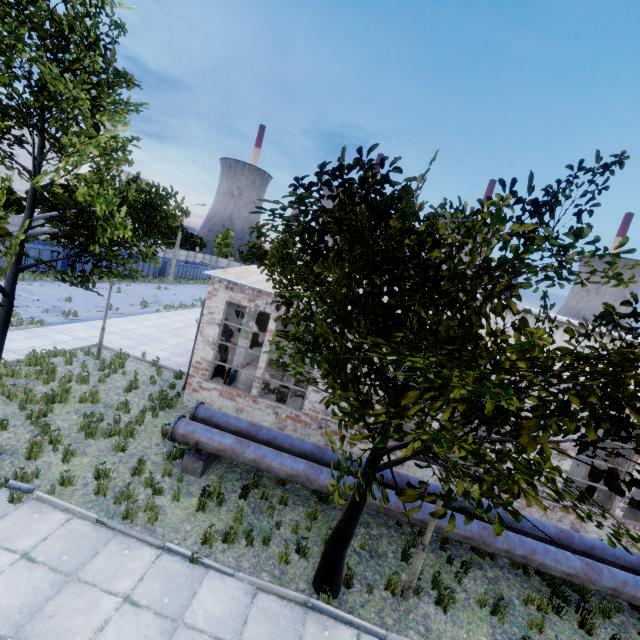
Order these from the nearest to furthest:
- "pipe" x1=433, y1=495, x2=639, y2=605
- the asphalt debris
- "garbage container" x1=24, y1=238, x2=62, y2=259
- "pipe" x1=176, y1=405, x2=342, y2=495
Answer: "pipe" x1=433, y1=495, x2=639, y2=605 → "pipe" x1=176, y1=405, x2=342, y2=495 → the asphalt debris → "garbage container" x1=24, y1=238, x2=62, y2=259

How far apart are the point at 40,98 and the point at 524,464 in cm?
1087

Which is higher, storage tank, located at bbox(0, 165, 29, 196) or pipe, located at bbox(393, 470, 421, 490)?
storage tank, located at bbox(0, 165, 29, 196)

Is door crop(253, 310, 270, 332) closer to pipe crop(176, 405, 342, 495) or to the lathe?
pipe crop(176, 405, 342, 495)

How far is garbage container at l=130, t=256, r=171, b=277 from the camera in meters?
36.4 m

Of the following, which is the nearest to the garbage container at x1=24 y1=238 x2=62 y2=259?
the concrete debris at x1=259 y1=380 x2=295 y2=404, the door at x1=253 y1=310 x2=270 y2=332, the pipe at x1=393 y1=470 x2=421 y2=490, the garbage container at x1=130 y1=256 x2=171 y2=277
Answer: the garbage container at x1=130 y1=256 x2=171 y2=277

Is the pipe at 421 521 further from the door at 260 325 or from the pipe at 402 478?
the door at 260 325

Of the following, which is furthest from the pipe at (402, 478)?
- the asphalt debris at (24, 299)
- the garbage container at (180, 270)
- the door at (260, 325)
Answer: the garbage container at (180, 270)
